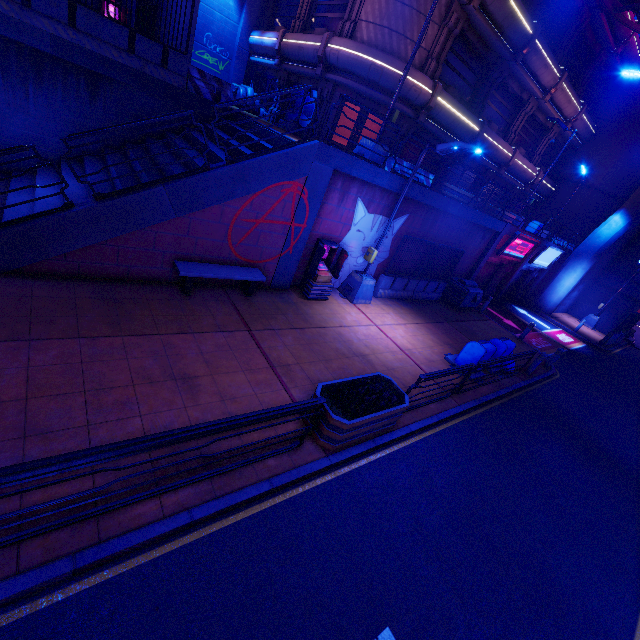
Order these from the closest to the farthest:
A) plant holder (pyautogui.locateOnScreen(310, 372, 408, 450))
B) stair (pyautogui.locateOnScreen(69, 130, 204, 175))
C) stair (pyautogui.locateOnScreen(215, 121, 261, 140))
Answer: plant holder (pyautogui.locateOnScreen(310, 372, 408, 450)) < stair (pyautogui.locateOnScreen(69, 130, 204, 175)) < stair (pyautogui.locateOnScreen(215, 121, 261, 140))

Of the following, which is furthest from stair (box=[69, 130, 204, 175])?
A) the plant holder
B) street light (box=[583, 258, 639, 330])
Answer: street light (box=[583, 258, 639, 330])

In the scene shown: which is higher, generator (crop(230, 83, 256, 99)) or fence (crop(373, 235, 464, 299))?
generator (crop(230, 83, 256, 99))

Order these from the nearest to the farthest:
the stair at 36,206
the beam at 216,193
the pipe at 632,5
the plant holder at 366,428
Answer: the plant holder at 366,428 < the beam at 216,193 < the stair at 36,206 < the pipe at 632,5

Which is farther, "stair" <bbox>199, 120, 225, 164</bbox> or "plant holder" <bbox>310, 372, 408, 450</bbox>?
"stair" <bbox>199, 120, 225, 164</bbox>

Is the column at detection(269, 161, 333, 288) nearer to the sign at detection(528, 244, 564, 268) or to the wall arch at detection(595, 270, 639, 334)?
the sign at detection(528, 244, 564, 268)

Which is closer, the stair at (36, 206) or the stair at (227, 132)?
the stair at (36, 206)

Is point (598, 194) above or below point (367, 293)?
above
